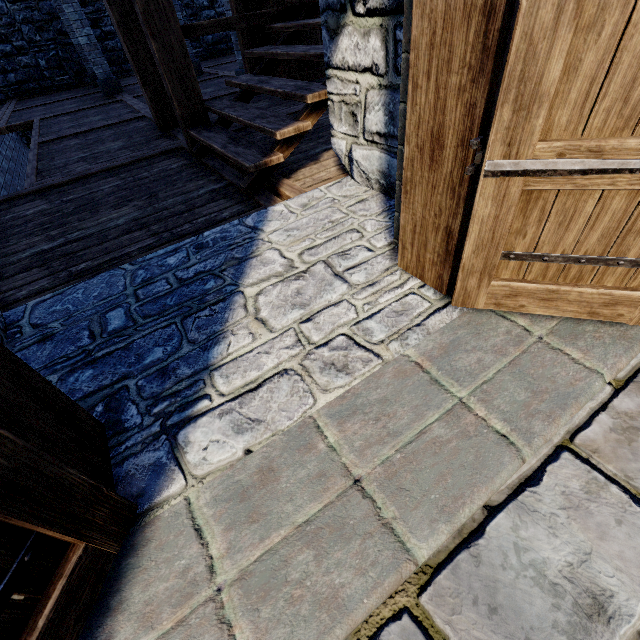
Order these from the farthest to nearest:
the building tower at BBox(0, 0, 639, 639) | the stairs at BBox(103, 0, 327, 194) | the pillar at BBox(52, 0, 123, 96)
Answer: the pillar at BBox(52, 0, 123, 96)
the stairs at BBox(103, 0, 327, 194)
the building tower at BBox(0, 0, 639, 639)

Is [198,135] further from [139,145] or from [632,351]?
[632,351]

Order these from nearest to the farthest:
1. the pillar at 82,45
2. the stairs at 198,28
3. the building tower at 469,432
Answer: the building tower at 469,432, the stairs at 198,28, the pillar at 82,45

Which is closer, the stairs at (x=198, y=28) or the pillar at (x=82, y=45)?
the stairs at (x=198, y=28)

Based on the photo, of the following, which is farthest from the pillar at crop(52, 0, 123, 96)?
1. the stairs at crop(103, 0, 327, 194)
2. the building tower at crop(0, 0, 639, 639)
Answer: the stairs at crop(103, 0, 327, 194)

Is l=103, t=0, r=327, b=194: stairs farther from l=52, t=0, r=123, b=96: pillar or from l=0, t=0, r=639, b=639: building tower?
l=52, t=0, r=123, b=96: pillar
